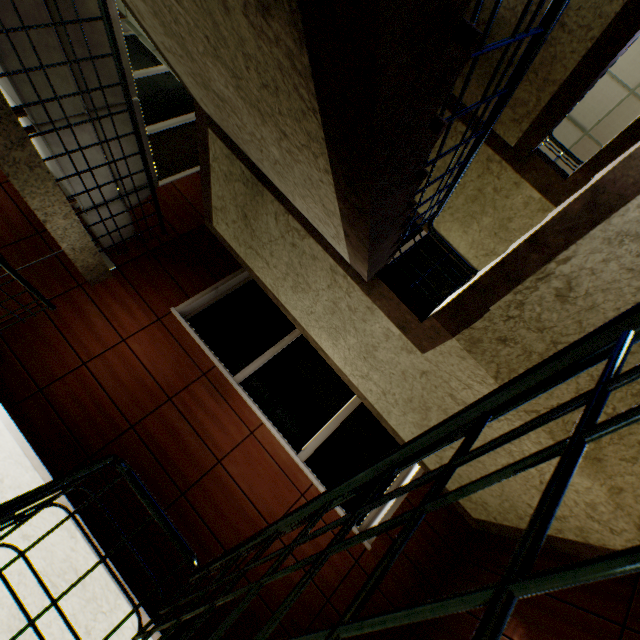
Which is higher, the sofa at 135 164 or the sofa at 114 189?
the sofa at 135 164

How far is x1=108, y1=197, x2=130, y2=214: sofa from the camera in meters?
4.0 m

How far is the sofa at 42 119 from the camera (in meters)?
2.74

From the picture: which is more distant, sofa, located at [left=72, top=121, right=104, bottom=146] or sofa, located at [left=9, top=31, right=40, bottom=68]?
sofa, located at [left=72, top=121, right=104, bottom=146]

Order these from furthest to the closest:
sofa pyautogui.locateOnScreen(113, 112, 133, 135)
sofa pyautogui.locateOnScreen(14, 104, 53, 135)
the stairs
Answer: sofa pyautogui.locateOnScreen(113, 112, 133, 135)
sofa pyautogui.locateOnScreen(14, 104, 53, 135)
the stairs

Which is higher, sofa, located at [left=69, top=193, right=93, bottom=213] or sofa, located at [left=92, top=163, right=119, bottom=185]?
sofa, located at [left=92, top=163, right=119, bottom=185]

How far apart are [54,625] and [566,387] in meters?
3.9 m
